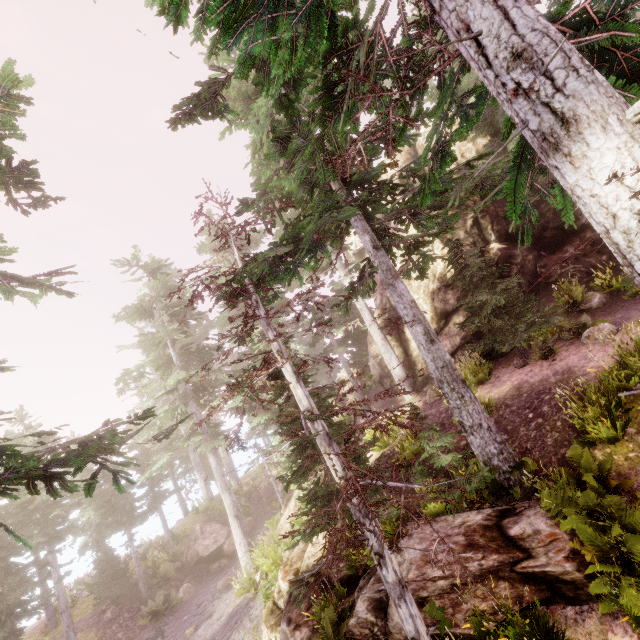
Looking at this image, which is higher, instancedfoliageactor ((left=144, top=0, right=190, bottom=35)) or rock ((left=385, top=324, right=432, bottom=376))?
instancedfoliageactor ((left=144, top=0, right=190, bottom=35))

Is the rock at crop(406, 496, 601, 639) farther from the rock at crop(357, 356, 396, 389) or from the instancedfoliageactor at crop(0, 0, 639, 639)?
A: the rock at crop(357, 356, 396, 389)

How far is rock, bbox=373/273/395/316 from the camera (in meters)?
19.53

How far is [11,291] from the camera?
9.65m

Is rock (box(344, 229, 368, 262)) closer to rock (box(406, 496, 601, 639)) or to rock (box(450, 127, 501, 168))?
rock (box(450, 127, 501, 168))

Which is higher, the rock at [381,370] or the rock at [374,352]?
the rock at [374,352]

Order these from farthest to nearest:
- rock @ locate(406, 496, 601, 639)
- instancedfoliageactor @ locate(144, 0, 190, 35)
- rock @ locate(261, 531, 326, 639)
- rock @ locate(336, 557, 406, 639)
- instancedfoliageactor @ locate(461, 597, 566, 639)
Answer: rock @ locate(261, 531, 326, 639), rock @ locate(336, 557, 406, 639), rock @ locate(406, 496, 601, 639), instancedfoliageactor @ locate(461, 597, 566, 639), instancedfoliageactor @ locate(144, 0, 190, 35)

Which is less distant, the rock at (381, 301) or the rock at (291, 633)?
the rock at (291, 633)
